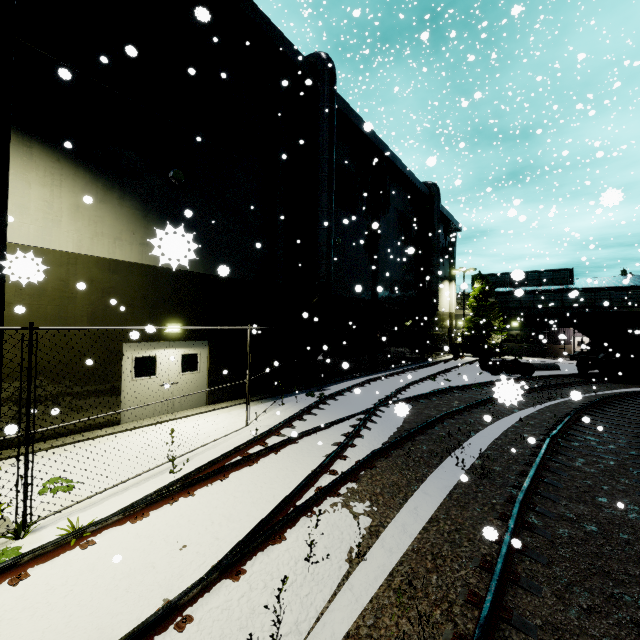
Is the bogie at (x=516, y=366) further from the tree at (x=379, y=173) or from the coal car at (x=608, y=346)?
the tree at (x=379, y=173)

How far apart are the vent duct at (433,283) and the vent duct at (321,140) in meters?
13.4

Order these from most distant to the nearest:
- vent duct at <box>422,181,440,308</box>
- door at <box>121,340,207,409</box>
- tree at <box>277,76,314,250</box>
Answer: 1. vent duct at <box>422,181,440,308</box>
2. tree at <box>277,76,314,250</box>
3. door at <box>121,340,207,409</box>

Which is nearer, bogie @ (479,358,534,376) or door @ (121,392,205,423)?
door @ (121,392,205,423)

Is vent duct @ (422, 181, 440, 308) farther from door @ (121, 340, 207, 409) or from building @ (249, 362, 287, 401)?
door @ (121, 340, 207, 409)

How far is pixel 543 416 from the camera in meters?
11.6

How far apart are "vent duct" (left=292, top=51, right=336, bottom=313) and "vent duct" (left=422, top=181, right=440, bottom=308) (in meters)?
13.44

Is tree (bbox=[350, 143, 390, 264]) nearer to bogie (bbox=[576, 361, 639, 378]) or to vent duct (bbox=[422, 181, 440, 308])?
vent duct (bbox=[422, 181, 440, 308])
